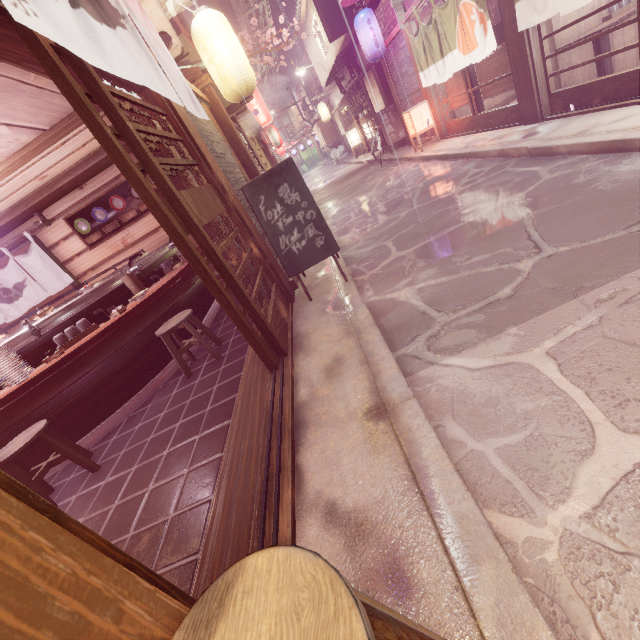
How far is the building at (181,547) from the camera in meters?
3.5

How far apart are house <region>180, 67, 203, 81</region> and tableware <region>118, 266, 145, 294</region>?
6.5m

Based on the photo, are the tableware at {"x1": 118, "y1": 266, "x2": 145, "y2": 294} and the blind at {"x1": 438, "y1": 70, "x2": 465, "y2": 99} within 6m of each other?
no

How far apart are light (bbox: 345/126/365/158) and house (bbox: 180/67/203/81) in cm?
2360

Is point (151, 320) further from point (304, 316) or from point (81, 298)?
point (304, 316)

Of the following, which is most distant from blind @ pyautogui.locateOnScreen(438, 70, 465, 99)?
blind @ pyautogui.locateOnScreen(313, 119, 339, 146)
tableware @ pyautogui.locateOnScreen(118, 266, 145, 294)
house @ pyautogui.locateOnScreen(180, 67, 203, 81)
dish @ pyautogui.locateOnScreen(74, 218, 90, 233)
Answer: blind @ pyautogui.locateOnScreen(313, 119, 339, 146)

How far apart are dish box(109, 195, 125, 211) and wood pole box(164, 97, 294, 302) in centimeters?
510cm

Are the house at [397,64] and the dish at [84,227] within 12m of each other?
no
